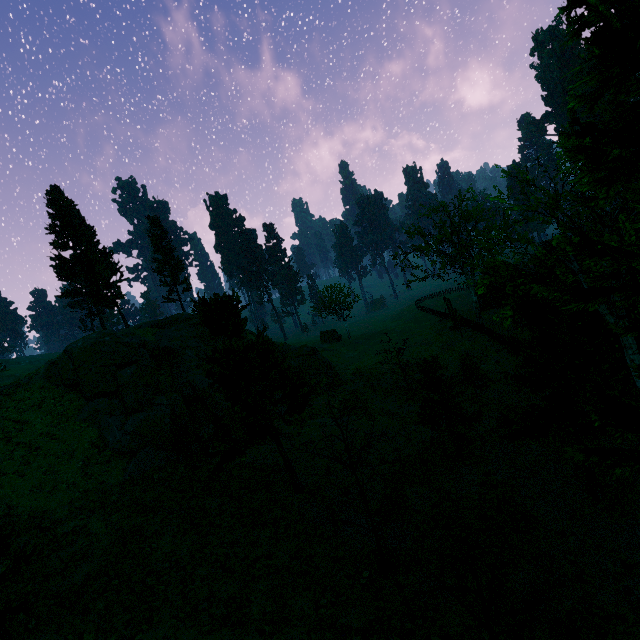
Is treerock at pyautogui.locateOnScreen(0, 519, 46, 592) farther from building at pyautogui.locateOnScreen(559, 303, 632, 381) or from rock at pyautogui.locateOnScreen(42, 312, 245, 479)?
rock at pyautogui.locateOnScreen(42, 312, 245, 479)

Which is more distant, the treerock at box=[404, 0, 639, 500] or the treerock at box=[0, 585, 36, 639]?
the treerock at box=[0, 585, 36, 639]

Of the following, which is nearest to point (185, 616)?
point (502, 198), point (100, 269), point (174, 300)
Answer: point (502, 198)

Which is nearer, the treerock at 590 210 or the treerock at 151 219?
the treerock at 590 210

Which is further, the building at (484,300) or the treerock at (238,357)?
the building at (484,300)

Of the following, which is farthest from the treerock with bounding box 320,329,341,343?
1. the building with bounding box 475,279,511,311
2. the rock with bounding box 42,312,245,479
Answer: the rock with bounding box 42,312,245,479

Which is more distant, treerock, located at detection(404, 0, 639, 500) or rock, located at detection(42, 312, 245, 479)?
rock, located at detection(42, 312, 245, 479)
